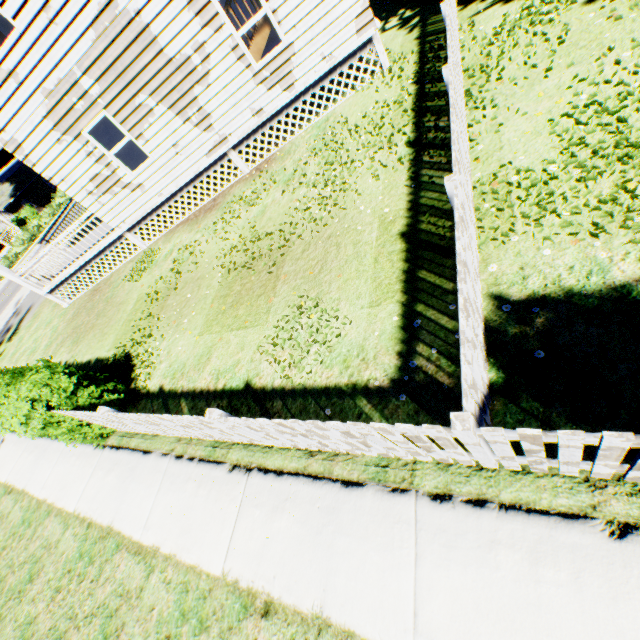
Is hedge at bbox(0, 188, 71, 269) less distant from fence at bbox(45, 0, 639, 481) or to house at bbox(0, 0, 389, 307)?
fence at bbox(45, 0, 639, 481)

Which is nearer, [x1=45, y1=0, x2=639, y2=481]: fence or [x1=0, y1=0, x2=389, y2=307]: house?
[x1=45, y1=0, x2=639, y2=481]: fence

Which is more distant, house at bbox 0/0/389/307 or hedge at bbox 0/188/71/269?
hedge at bbox 0/188/71/269

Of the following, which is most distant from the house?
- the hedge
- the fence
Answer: the hedge

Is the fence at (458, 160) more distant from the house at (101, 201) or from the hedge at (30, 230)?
the hedge at (30, 230)

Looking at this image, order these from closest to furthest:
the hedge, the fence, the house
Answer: the fence
the house
the hedge

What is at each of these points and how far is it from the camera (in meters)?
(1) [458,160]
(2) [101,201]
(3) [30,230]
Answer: (1) fence, 3.67
(2) house, 10.58
(3) hedge, 33.06

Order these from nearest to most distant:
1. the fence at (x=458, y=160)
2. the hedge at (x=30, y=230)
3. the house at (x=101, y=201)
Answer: the fence at (x=458, y=160) < the house at (x=101, y=201) < the hedge at (x=30, y=230)
